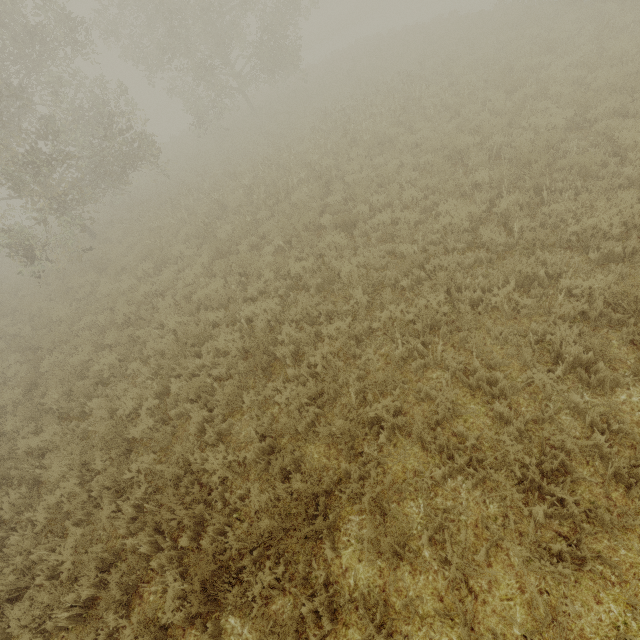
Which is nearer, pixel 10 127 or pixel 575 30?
pixel 575 30
